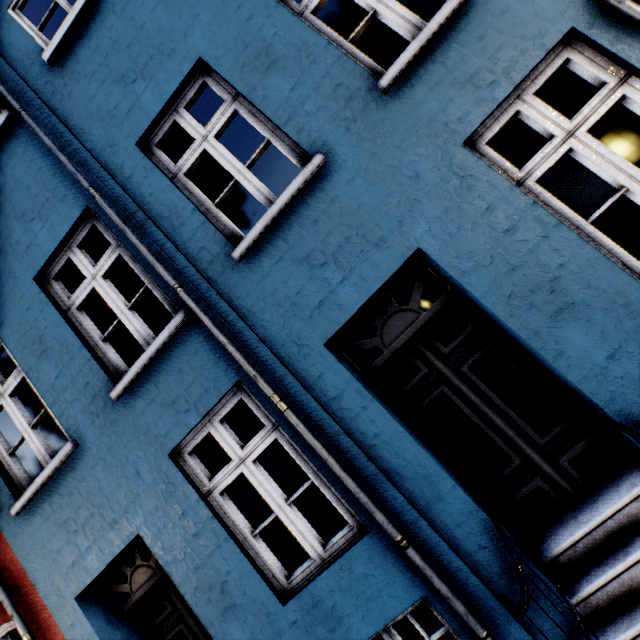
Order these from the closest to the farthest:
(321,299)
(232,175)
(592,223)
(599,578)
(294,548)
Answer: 1. (599,578)
2. (321,299)
3. (592,223)
4. (294,548)
5. (232,175)
